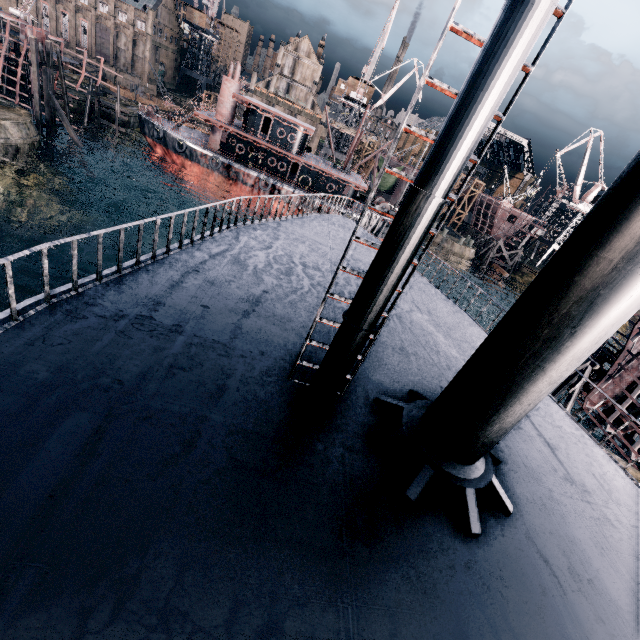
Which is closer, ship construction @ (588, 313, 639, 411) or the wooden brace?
ship construction @ (588, 313, 639, 411)

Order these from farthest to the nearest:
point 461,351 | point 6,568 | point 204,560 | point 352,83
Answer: point 352,83
point 461,351
point 204,560
point 6,568

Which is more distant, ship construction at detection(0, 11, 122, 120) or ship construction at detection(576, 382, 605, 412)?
ship construction at detection(0, 11, 122, 120)

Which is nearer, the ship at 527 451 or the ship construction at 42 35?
the ship at 527 451

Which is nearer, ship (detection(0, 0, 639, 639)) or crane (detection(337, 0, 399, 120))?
ship (detection(0, 0, 639, 639))

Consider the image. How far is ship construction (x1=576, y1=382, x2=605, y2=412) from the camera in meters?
28.0

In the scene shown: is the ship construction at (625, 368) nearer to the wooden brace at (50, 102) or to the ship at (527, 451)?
the ship at (527, 451)

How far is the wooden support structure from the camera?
26.4m
